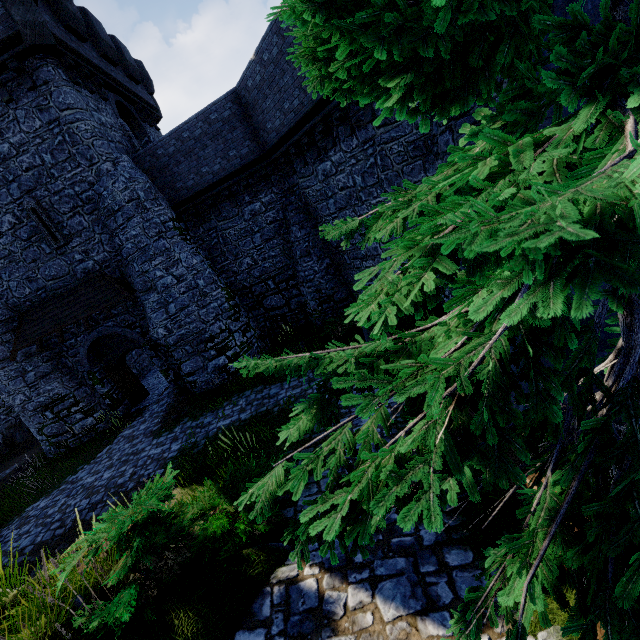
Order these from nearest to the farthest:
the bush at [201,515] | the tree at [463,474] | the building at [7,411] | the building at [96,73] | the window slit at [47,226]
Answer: the tree at [463,474]
the bush at [201,515]
the building at [96,73]
the window slit at [47,226]
the building at [7,411]

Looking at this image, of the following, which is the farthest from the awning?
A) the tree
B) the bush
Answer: the tree

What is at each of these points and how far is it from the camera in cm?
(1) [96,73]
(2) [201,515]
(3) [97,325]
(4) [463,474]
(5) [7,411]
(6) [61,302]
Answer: (1) building, 1395
(2) bush, 495
(3) building, 1486
(4) tree, 164
(5) building, 2161
(6) awning, 1398

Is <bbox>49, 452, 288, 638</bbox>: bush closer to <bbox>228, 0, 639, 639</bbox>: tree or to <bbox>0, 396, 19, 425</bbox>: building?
<bbox>228, 0, 639, 639</bbox>: tree

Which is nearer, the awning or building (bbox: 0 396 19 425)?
the awning

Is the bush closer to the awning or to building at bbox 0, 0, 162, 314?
the awning

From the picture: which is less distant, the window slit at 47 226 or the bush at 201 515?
the bush at 201 515

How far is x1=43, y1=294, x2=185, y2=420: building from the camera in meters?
14.8
